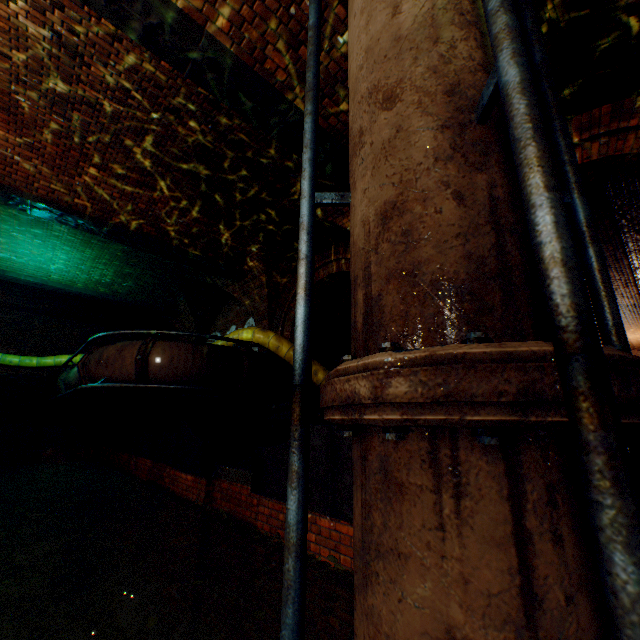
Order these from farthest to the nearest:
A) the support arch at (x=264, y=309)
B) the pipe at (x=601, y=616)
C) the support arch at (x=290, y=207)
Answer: the support arch at (x=264, y=309)
the support arch at (x=290, y=207)
the pipe at (x=601, y=616)

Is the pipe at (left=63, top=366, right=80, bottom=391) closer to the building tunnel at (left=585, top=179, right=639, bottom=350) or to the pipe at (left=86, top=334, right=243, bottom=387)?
the pipe at (left=86, top=334, right=243, bottom=387)

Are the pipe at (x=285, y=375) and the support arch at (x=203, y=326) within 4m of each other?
no

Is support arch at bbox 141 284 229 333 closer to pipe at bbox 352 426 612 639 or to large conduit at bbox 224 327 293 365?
large conduit at bbox 224 327 293 365

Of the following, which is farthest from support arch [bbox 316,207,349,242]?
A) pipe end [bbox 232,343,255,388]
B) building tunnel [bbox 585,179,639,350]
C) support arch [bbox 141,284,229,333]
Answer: support arch [bbox 141,284,229,333]

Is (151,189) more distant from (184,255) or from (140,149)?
(184,255)

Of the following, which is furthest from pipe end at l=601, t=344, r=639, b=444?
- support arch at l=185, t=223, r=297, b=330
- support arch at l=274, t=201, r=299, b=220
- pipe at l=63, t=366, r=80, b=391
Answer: pipe at l=63, t=366, r=80, b=391

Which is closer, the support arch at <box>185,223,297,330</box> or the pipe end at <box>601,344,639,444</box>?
the pipe end at <box>601,344,639,444</box>
